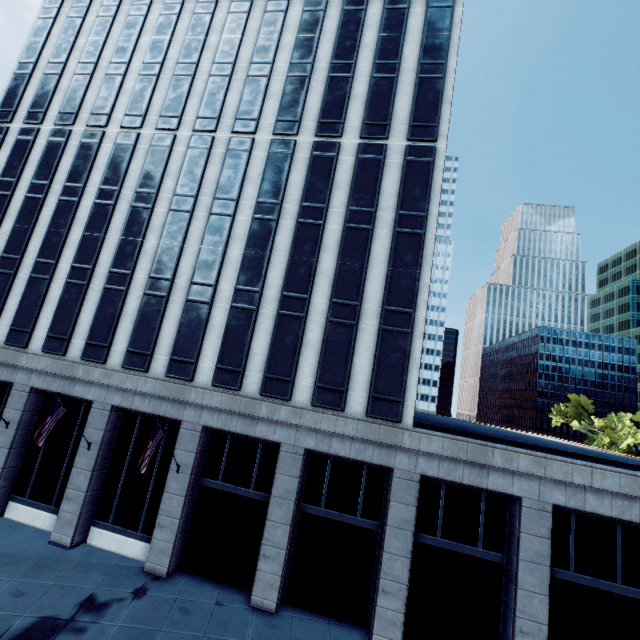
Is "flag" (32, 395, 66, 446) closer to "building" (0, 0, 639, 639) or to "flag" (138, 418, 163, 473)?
"building" (0, 0, 639, 639)

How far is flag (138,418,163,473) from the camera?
14.8m

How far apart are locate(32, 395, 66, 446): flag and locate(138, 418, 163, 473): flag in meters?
5.5

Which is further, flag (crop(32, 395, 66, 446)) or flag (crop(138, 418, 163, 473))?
flag (crop(32, 395, 66, 446))

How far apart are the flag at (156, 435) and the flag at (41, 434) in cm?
554

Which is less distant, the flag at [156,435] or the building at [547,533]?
the flag at [156,435]

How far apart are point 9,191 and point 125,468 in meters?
22.5 m

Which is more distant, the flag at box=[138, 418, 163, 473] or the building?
the building
